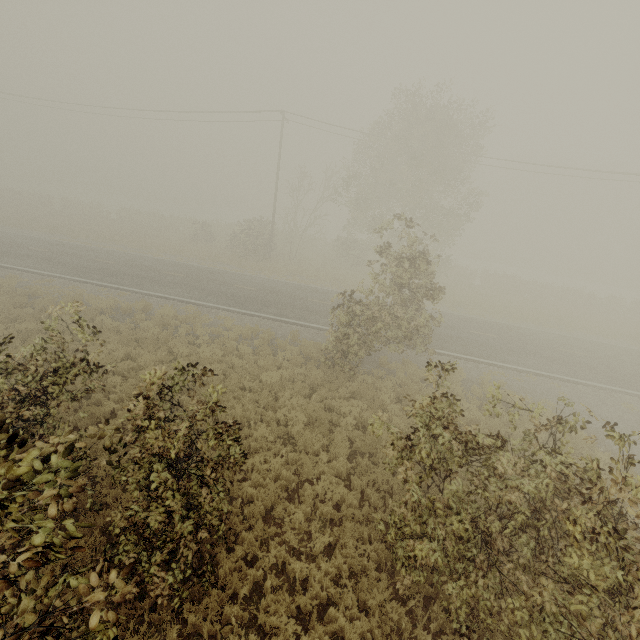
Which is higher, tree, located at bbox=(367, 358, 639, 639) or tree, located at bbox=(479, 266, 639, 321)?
tree, located at bbox=(367, 358, 639, 639)

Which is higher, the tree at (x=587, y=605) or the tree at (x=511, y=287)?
the tree at (x=587, y=605)

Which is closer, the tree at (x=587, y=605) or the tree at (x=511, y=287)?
the tree at (x=587, y=605)

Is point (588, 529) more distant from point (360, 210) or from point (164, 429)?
point (360, 210)

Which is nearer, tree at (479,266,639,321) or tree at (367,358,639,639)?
tree at (367,358,639,639)
